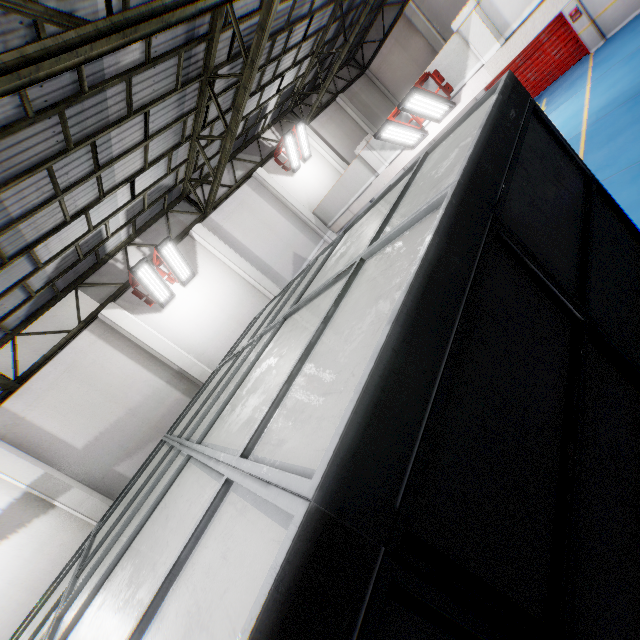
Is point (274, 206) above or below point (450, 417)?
above

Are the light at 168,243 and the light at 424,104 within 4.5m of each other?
no

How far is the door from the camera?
14.7 meters

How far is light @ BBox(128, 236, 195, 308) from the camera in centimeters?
928cm

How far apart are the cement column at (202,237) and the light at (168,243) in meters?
1.9 m

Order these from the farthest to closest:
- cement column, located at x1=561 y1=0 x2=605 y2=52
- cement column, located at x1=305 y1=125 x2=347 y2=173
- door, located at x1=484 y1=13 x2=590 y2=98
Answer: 1. cement column, located at x1=305 y1=125 x2=347 y2=173
2. door, located at x1=484 y1=13 x2=590 y2=98
3. cement column, located at x1=561 y1=0 x2=605 y2=52

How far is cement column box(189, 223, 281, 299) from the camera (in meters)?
11.32

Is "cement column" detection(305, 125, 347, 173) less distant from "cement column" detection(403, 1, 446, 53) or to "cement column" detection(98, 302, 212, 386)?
"cement column" detection(403, 1, 446, 53)
